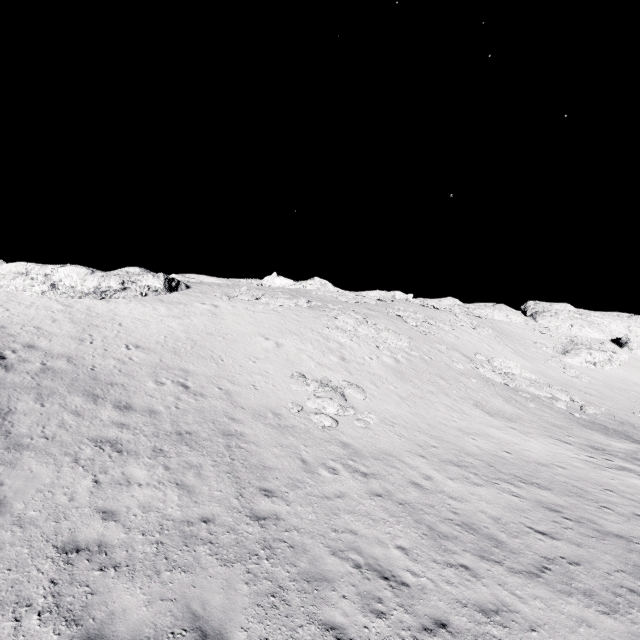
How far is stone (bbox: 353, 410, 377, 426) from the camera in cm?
1552

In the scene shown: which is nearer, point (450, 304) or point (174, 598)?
point (174, 598)

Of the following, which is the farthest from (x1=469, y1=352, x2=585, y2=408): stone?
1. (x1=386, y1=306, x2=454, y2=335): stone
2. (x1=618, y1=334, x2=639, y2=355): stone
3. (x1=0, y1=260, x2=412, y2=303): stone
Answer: (x1=618, y1=334, x2=639, y2=355): stone

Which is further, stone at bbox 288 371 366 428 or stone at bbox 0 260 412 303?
stone at bbox 0 260 412 303

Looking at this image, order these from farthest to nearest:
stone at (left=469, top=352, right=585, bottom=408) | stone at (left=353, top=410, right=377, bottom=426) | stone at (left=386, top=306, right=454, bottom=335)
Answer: stone at (left=386, top=306, right=454, bottom=335)
stone at (left=469, top=352, right=585, bottom=408)
stone at (left=353, top=410, right=377, bottom=426)

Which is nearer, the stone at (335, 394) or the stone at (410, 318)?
the stone at (335, 394)

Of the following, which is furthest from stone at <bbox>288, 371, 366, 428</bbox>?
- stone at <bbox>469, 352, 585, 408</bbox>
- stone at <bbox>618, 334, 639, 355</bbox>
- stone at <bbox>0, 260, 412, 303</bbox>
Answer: stone at <bbox>618, 334, 639, 355</bbox>

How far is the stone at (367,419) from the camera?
15.52m
